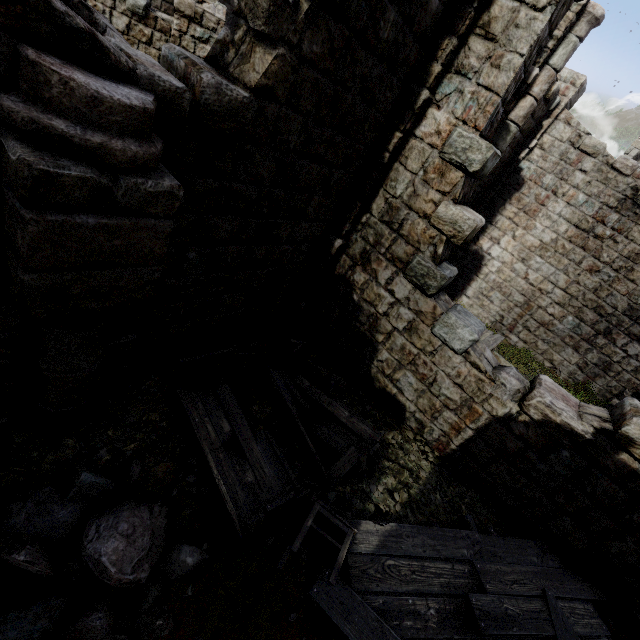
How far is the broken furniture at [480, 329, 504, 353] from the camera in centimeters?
970cm

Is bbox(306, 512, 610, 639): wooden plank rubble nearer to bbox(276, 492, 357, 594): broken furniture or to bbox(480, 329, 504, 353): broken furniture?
bbox(276, 492, 357, 594): broken furniture

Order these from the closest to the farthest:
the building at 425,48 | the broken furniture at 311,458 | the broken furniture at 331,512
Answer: the building at 425,48
the broken furniture at 331,512
the broken furniture at 311,458

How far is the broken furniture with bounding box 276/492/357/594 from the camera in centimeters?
348cm

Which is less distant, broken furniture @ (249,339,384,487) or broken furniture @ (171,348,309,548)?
broken furniture @ (171,348,309,548)

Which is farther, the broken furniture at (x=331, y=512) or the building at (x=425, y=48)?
the broken furniture at (x=331, y=512)

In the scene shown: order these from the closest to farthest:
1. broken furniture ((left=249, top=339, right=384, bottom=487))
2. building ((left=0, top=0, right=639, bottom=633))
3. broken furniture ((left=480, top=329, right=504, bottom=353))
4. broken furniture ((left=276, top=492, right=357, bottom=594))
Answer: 1. building ((left=0, top=0, right=639, bottom=633))
2. broken furniture ((left=276, top=492, right=357, bottom=594))
3. broken furniture ((left=249, top=339, right=384, bottom=487))
4. broken furniture ((left=480, top=329, right=504, bottom=353))

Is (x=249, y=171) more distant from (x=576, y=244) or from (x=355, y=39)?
(x=576, y=244)
